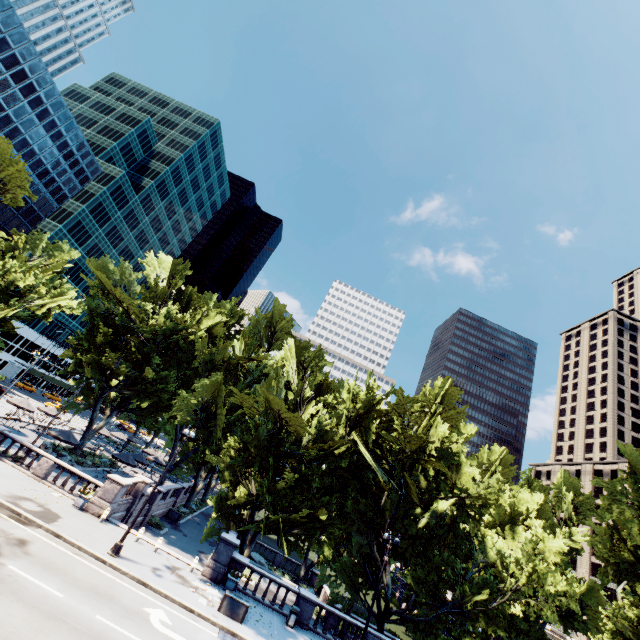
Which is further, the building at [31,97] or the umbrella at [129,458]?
the building at [31,97]

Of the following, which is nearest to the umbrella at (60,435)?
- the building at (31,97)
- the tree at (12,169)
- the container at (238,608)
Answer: the tree at (12,169)

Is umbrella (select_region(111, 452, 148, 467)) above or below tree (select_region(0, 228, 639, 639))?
below

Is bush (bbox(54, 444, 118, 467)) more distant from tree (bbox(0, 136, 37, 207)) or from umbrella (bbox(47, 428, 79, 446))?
umbrella (bbox(47, 428, 79, 446))

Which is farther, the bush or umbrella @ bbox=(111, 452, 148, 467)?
the bush

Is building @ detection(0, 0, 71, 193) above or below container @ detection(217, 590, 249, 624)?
above

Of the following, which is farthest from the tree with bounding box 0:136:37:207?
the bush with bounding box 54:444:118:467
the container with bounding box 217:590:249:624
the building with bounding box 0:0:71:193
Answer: the building with bounding box 0:0:71:193

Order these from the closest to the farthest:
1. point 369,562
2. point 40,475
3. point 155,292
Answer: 1. point 40,475
2. point 369,562
3. point 155,292
